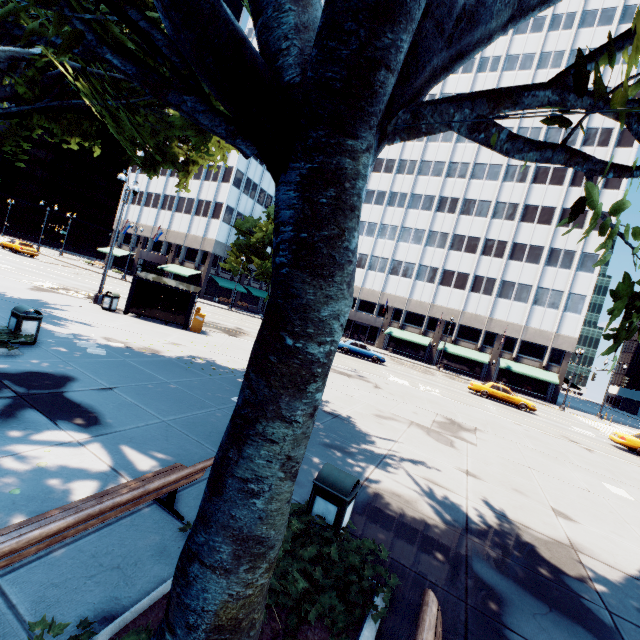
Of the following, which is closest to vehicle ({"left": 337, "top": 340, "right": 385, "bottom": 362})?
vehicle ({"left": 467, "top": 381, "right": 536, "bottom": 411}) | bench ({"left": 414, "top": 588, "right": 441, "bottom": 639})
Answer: vehicle ({"left": 467, "top": 381, "right": 536, "bottom": 411})

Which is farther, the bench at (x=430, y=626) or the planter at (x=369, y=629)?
the planter at (x=369, y=629)

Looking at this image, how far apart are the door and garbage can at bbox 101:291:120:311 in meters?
40.4 m

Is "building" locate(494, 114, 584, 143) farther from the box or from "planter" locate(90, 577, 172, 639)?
"planter" locate(90, 577, 172, 639)

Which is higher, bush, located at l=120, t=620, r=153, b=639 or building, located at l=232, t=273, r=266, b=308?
building, located at l=232, t=273, r=266, b=308

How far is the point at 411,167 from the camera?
52.2 meters

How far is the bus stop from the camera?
17.4 meters

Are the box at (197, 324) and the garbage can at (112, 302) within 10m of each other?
yes
